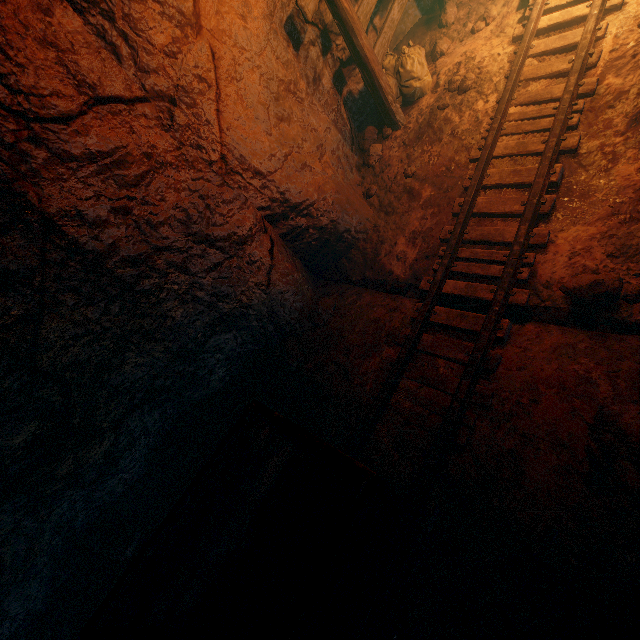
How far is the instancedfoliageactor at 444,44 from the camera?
5.4 meters

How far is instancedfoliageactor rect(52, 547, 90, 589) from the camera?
3.6m

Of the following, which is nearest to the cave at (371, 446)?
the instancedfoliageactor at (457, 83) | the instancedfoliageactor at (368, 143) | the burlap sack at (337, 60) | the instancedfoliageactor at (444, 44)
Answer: the burlap sack at (337, 60)

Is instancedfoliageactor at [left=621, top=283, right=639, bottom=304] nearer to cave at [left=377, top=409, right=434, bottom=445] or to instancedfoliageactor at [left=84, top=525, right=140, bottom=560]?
cave at [left=377, top=409, right=434, bottom=445]

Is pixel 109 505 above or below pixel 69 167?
below

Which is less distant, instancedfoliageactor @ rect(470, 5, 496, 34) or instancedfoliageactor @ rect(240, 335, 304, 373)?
instancedfoliageactor @ rect(240, 335, 304, 373)

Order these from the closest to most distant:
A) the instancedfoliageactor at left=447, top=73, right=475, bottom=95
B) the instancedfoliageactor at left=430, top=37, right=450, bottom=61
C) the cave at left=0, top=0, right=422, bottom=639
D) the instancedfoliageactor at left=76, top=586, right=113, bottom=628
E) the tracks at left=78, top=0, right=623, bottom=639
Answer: the tracks at left=78, top=0, right=623, bottom=639, the cave at left=0, top=0, right=422, bottom=639, the instancedfoliageactor at left=76, top=586, right=113, bottom=628, the instancedfoliageactor at left=447, top=73, right=475, bottom=95, the instancedfoliageactor at left=430, top=37, right=450, bottom=61

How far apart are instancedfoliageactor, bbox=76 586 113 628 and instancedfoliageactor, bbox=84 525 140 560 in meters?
0.1 m
